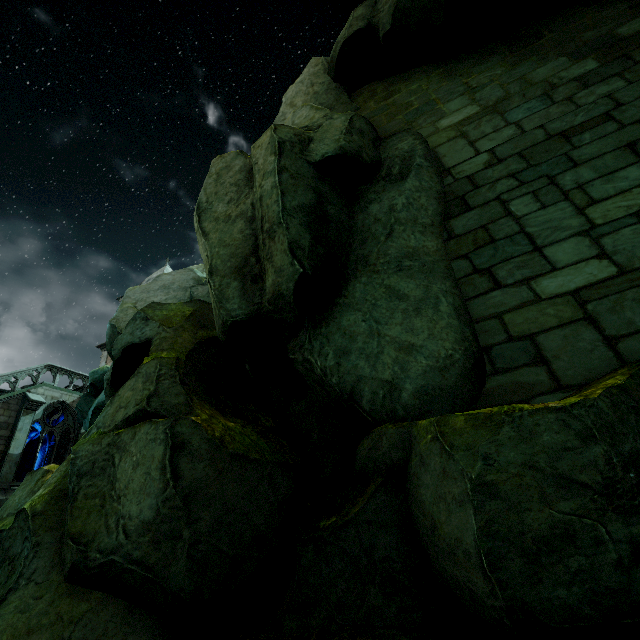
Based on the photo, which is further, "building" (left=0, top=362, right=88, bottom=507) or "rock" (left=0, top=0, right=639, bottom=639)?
"building" (left=0, top=362, right=88, bottom=507)

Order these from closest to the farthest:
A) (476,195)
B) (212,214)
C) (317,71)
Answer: (476,195)
(212,214)
(317,71)

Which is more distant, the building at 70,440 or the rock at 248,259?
the building at 70,440
